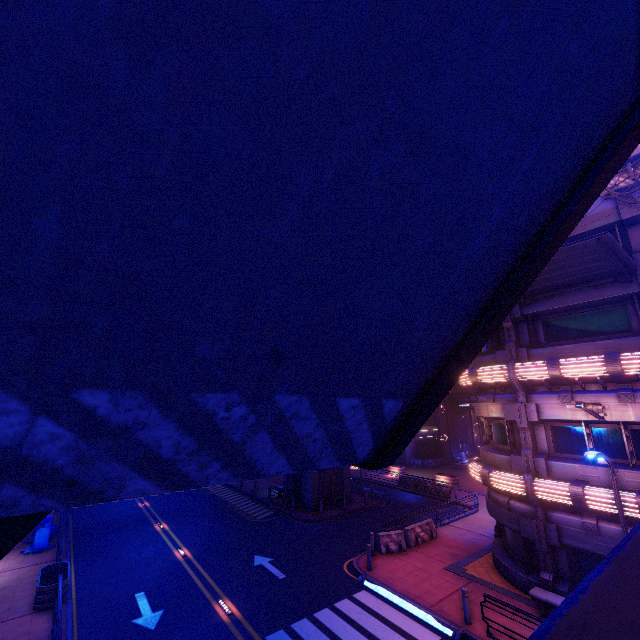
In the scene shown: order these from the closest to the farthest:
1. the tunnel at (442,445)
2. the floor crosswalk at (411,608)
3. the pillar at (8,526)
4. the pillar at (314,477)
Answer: the pillar at (8,526) < the floor crosswalk at (411,608) < the pillar at (314,477) < the tunnel at (442,445)

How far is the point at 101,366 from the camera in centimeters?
117cm

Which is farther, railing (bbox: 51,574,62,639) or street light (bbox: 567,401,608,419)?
street light (bbox: 567,401,608,419)

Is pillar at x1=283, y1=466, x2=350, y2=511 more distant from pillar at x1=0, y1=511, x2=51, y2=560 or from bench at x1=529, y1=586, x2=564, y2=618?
pillar at x1=0, y1=511, x2=51, y2=560

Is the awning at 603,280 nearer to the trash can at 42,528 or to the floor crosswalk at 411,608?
the floor crosswalk at 411,608

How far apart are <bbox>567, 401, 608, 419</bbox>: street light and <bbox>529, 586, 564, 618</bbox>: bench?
6.37m

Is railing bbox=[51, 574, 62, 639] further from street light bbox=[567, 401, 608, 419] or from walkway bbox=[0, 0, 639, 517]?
street light bbox=[567, 401, 608, 419]

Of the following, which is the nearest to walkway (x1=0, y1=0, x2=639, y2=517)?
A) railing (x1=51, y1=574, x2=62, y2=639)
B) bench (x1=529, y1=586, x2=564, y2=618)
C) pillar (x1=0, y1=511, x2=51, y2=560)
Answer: pillar (x1=0, y1=511, x2=51, y2=560)
